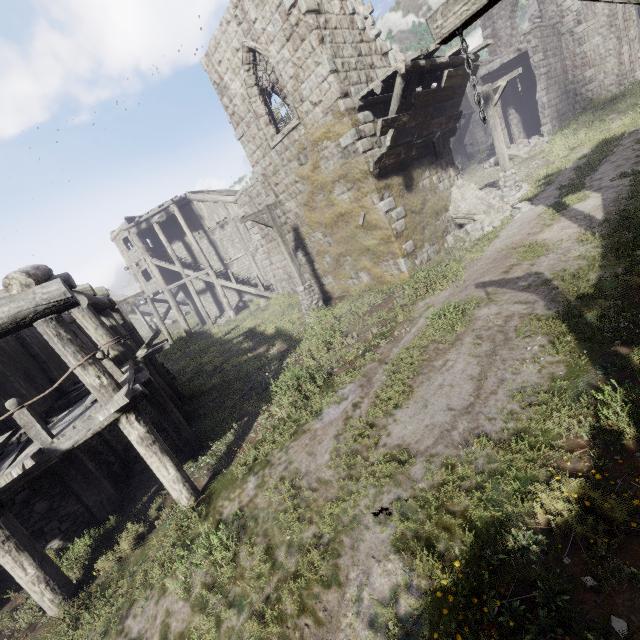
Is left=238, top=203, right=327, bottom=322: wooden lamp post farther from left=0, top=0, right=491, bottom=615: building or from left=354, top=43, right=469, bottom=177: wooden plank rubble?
left=354, top=43, right=469, bottom=177: wooden plank rubble

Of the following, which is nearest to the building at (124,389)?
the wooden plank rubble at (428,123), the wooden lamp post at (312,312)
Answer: the wooden plank rubble at (428,123)

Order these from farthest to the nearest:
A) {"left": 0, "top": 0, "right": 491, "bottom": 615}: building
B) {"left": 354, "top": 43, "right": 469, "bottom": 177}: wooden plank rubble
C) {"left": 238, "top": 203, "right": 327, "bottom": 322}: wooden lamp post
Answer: {"left": 238, "top": 203, "right": 327, "bottom": 322}: wooden lamp post → {"left": 354, "top": 43, "right": 469, "bottom": 177}: wooden plank rubble → {"left": 0, "top": 0, "right": 491, "bottom": 615}: building

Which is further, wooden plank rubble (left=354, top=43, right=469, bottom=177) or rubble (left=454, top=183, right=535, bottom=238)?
rubble (left=454, top=183, right=535, bottom=238)

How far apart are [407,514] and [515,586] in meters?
1.2

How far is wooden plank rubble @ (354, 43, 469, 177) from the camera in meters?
9.6 m

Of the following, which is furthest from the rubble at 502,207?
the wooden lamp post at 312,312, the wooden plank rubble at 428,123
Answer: the wooden lamp post at 312,312

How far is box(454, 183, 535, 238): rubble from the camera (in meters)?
12.18
